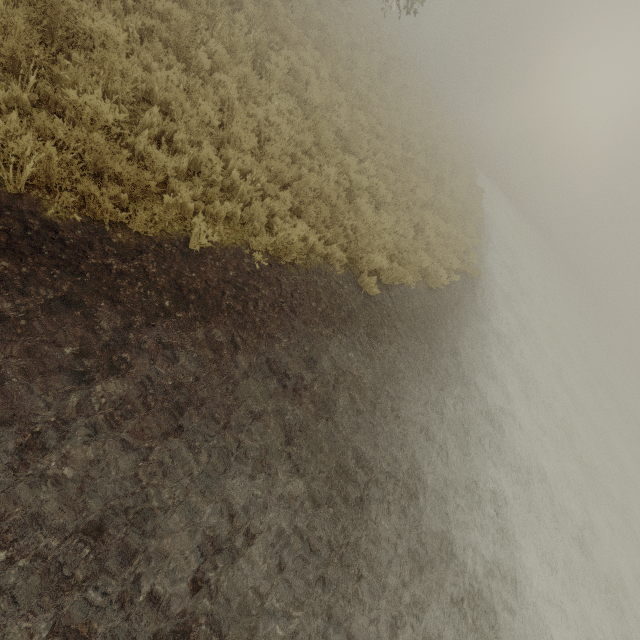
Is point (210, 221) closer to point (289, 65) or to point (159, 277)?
point (159, 277)
